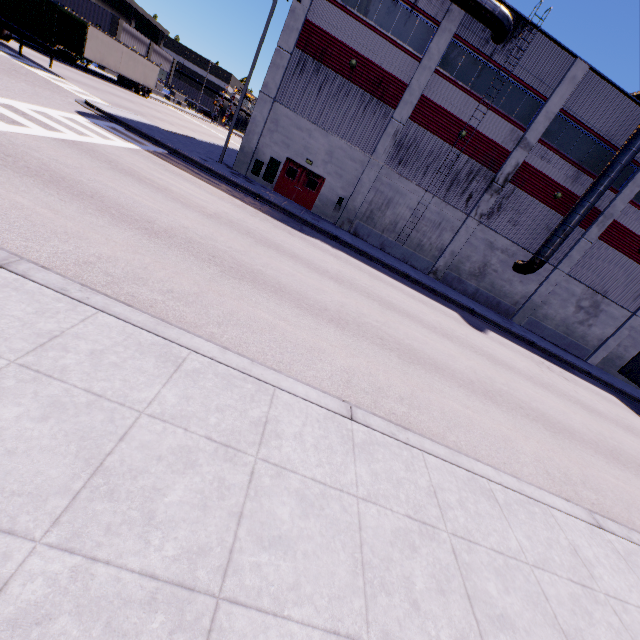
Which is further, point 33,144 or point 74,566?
point 33,144

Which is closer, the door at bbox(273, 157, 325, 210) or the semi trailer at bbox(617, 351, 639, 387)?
the semi trailer at bbox(617, 351, 639, 387)

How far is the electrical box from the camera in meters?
21.5 m

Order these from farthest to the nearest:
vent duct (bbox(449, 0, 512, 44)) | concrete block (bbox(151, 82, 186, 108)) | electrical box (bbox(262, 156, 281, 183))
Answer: concrete block (bbox(151, 82, 186, 108)), electrical box (bbox(262, 156, 281, 183)), vent duct (bbox(449, 0, 512, 44))

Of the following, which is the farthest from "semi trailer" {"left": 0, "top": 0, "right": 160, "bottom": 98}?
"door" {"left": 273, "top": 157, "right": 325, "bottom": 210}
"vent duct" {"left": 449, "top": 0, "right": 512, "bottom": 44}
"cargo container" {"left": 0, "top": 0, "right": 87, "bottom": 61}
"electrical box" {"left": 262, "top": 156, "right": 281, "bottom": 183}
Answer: "door" {"left": 273, "top": 157, "right": 325, "bottom": 210}

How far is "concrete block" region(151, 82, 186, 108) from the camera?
51.29m

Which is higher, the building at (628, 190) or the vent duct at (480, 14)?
the vent duct at (480, 14)

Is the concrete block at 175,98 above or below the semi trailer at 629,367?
below
